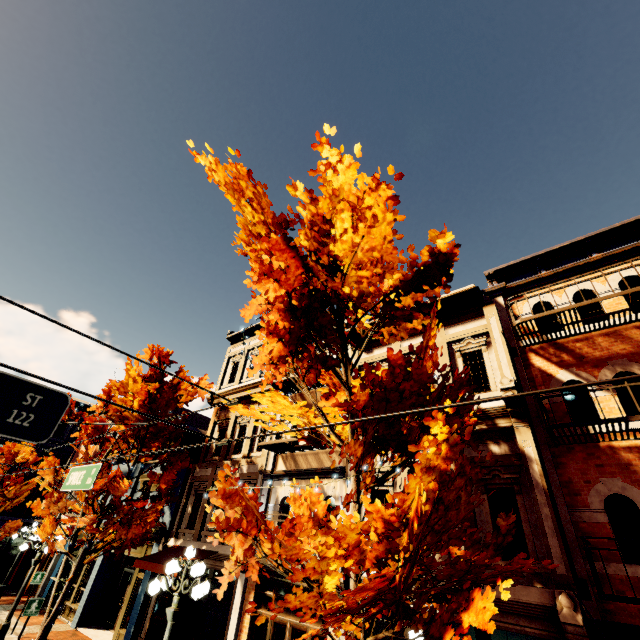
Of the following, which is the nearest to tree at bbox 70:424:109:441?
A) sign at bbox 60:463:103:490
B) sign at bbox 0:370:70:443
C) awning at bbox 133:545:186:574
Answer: awning at bbox 133:545:186:574

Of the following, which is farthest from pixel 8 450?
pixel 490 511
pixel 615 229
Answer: pixel 615 229

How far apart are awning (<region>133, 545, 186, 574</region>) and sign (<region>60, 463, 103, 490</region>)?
→ 5.6 meters

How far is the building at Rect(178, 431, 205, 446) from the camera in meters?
16.0

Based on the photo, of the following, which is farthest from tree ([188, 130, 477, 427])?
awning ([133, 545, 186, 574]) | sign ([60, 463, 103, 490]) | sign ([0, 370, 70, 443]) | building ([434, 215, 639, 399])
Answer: sign ([0, 370, 70, 443])

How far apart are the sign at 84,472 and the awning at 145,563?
5.6m

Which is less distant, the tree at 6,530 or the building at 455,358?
the building at 455,358

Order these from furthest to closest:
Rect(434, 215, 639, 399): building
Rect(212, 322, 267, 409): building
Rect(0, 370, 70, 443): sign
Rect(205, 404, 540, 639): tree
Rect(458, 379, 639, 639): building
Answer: Rect(212, 322, 267, 409): building
Rect(434, 215, 639, 399): building
Rect(458, 379, 639, 639): building
Rect(205, 404, 540, 639): tree
Rect(0, 370, 70, 443): sign
